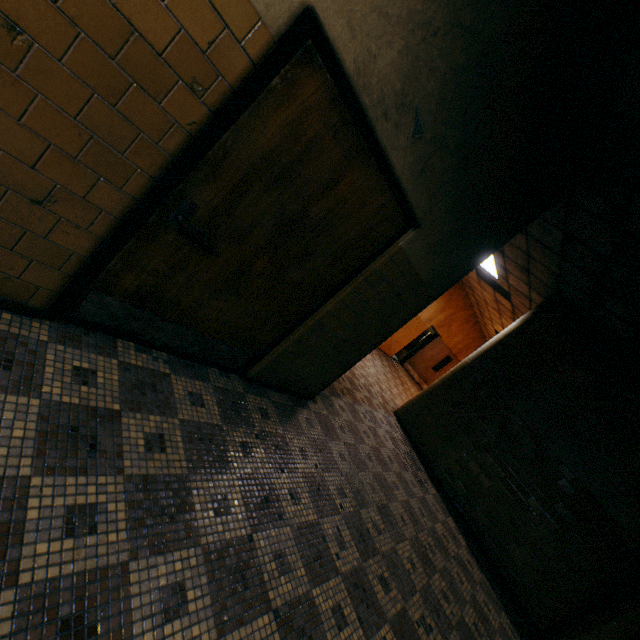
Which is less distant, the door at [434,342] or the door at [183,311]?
the door at [183,311]

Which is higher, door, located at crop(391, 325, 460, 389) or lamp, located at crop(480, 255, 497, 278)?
lamp, located at crop(480, 255, 497, 278)

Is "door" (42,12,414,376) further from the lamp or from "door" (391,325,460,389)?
"door" (391,325,460,389)

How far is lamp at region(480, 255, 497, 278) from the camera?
7.6m

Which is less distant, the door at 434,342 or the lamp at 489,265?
the lamp at 489,265

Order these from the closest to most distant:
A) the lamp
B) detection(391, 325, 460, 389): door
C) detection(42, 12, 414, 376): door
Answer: detection(42, 12, 414, 376): door < the lamp < detection(391, 325, 460, 389): door

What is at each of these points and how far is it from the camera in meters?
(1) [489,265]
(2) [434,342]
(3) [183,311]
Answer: (1) lamp, 8.1 m
(2) door, 14.5 m
(3) door, 2.4 m

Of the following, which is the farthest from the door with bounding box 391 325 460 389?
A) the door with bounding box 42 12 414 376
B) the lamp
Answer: the door with bounding box 42 12 414 376
